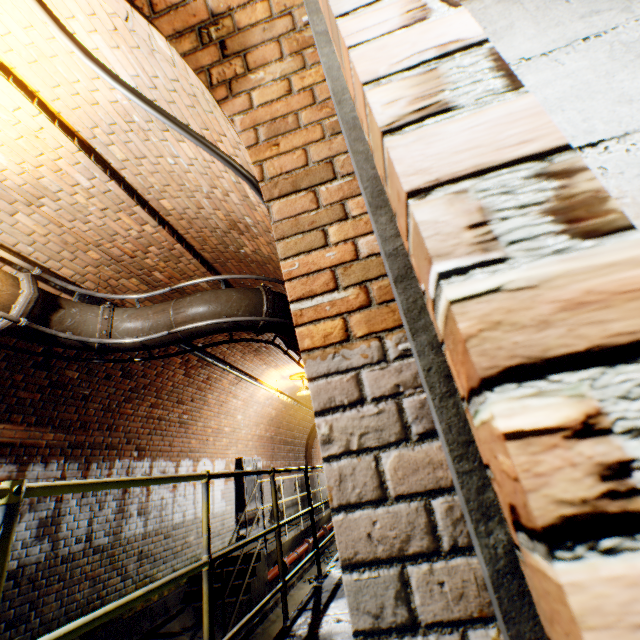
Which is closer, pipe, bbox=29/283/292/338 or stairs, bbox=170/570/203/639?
pipe, bbox=29/283/292/338

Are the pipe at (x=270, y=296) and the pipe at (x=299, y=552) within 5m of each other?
no

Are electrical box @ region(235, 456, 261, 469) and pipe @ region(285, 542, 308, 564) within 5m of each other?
yes

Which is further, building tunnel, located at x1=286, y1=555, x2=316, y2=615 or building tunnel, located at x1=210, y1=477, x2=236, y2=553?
building tunnel, located at x1=210, y1=477, x2=236, y2=553

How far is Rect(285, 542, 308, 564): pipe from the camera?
7.5m

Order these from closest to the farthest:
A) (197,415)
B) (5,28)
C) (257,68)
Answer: (257,68)
(5,28)
(197,415)

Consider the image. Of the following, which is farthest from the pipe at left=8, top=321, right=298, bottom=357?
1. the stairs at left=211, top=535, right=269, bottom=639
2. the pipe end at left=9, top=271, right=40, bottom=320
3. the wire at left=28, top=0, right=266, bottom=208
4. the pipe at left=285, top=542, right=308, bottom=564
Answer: the pipe at left=285, top=542, right=308, bottom=564

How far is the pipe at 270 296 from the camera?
2.88m
